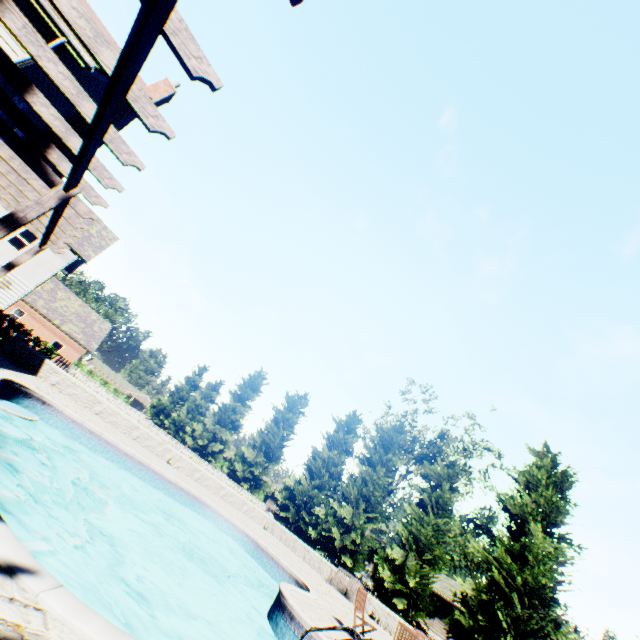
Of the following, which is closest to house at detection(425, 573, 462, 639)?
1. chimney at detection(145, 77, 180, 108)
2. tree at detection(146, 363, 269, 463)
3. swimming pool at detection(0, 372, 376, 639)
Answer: tree at detection(146, 363, 269, 463)

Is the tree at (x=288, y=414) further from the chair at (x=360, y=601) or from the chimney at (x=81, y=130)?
the chimney at (x=81, y=130)

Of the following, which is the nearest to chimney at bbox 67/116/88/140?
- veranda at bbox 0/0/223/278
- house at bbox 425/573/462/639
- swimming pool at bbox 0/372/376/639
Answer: veranda at bbox 0/0/223/278

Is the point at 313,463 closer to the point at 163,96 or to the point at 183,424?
the point at 183,424

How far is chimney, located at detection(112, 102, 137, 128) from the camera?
12.6m

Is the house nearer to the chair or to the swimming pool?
the swimming pool
